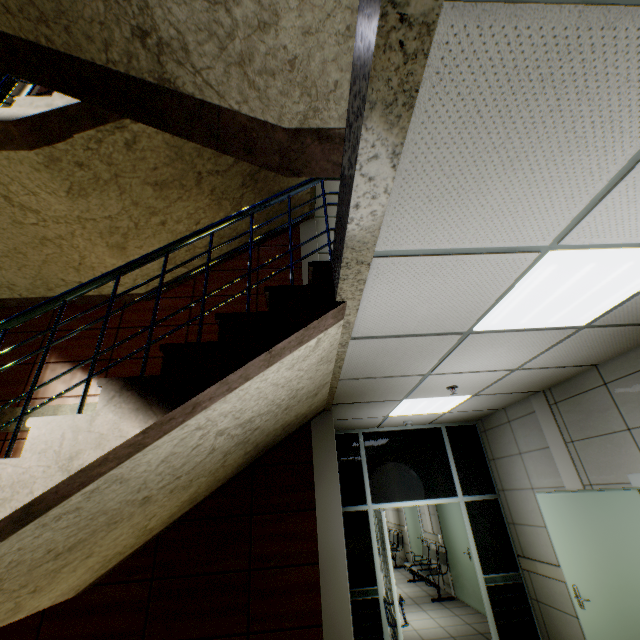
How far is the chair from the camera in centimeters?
732cm

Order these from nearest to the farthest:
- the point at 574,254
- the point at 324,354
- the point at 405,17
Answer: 1. the point at 405,17
2. the point at 574,254
3. the point at 324,354

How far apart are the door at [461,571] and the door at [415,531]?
1.67m

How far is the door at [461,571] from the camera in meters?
6.6 m

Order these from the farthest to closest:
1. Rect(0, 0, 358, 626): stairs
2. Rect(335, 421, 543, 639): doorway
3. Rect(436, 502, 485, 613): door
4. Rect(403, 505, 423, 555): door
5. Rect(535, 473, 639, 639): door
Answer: Rect(403, 505, 423, 555): door < Rect(436, 502, 485, 613): door < Rect(335, 421, 543, 639): doorway < Rect(535, 473, 639, 639): door < Rect(0, 0, 358, 626): stairs

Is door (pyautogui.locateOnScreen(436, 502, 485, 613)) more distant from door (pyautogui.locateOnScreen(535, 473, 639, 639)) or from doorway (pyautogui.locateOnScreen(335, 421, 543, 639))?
door (pyautogui.locateOnScreen(535, 473, 639, 639))

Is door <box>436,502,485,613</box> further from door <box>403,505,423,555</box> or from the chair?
door <box>403,505,423,555</box>

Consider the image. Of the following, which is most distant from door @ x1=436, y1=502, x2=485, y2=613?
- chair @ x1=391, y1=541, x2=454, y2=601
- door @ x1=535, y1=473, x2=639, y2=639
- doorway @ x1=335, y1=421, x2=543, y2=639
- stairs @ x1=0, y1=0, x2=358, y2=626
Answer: stairs @ x1=0, y1=0, x2=358, y2=626
